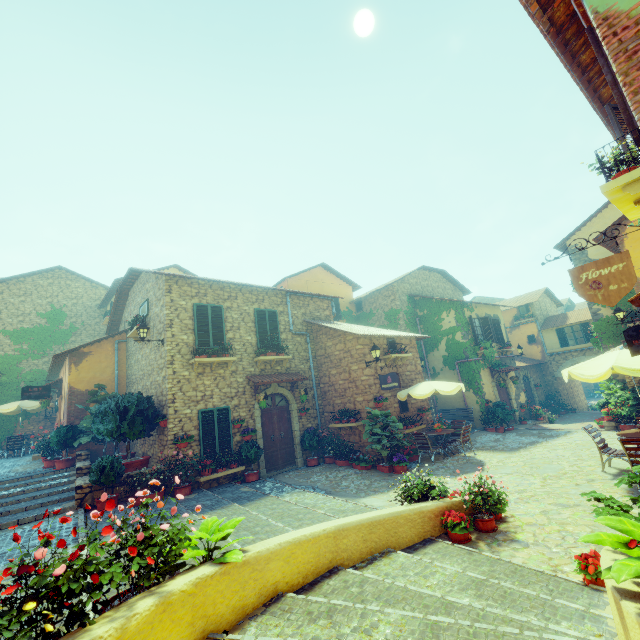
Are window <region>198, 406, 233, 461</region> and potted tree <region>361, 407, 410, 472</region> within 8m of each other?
yes

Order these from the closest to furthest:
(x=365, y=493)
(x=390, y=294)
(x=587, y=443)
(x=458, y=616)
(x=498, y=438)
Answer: (x=458, y=616), (x=365, y=493), (x=587, y=443), (x=498, y=438), (x=390, y=294)

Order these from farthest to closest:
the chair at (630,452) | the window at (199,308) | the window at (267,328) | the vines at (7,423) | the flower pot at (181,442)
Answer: the vines at (7,423), the window at (267,328), the window at (199,308), the flower pot at (181,442), the chair at (630,452)

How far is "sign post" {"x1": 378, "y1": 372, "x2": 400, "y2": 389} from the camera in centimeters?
1168cm

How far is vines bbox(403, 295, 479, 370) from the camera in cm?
1828

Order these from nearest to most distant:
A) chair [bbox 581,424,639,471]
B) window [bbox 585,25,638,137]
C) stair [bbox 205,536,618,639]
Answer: stair [bbox 205,536,618,639]
window [bbox 585,25,638,137]
chair [bbox 581,424,639,471]

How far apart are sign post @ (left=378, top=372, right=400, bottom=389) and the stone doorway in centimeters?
2076cm

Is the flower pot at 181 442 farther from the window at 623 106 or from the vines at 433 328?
the vines at 433 328
